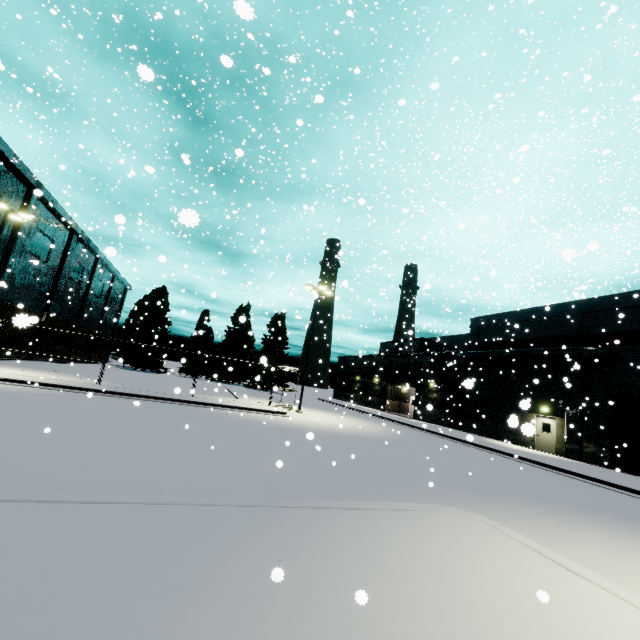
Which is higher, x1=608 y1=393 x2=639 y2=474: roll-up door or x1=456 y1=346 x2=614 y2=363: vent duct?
x1=456 y1=346 x2=614 y2=363: vent duct

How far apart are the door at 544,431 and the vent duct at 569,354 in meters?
4.1 m

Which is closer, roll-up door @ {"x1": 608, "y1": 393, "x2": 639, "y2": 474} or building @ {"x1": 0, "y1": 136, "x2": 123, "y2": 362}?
roll-up door @ {"x1": 608, "y1": 393, "x2": 639, "y2": 474}

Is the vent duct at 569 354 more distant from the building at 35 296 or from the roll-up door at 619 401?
the roll-up door at 619 401

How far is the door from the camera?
23.0 meters

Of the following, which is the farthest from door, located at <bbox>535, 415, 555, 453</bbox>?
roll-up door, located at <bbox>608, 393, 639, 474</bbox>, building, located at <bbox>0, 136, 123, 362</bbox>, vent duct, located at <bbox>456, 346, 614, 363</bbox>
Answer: vent duct, located at <bbox>456, 346, 614, 363</bbox>

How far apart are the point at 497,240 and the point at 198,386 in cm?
3182

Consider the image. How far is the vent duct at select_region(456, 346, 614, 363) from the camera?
20.6 meters
